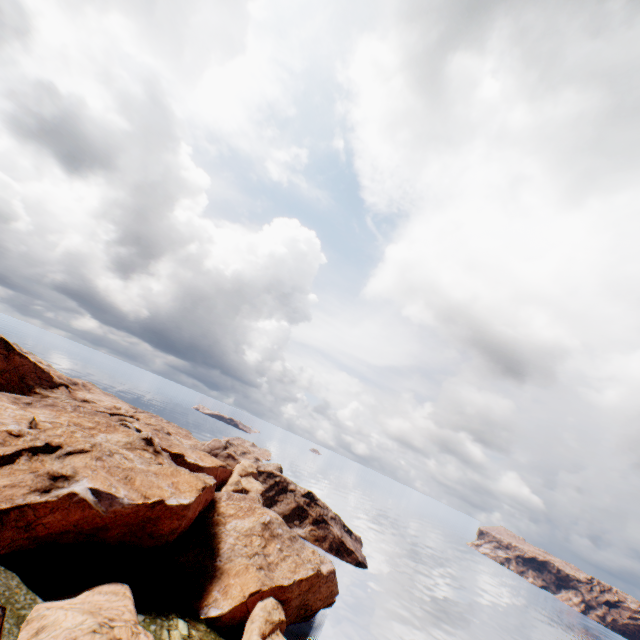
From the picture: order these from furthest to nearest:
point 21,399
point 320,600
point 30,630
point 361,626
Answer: point 361,626
point 21,399
point 320,600
point 30,630

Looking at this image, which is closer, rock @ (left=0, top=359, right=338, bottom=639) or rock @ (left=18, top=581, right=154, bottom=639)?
rock @ (left=18, top=581, right=154, bottom=639)

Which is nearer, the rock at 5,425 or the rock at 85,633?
the rock at 85,633
